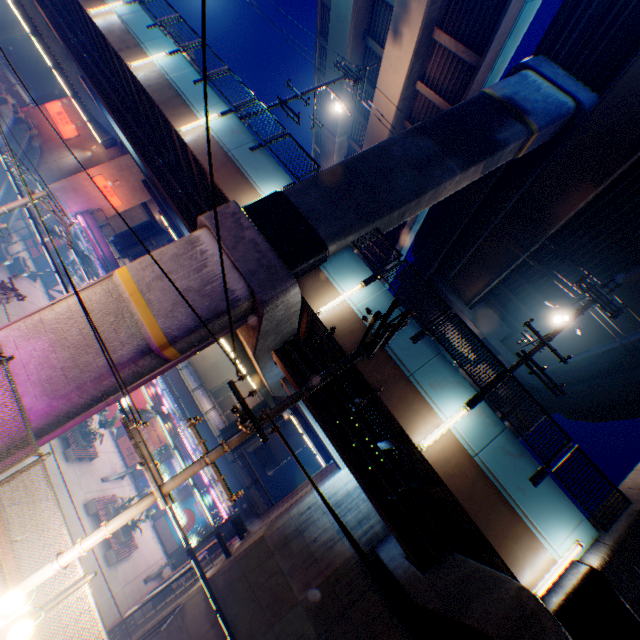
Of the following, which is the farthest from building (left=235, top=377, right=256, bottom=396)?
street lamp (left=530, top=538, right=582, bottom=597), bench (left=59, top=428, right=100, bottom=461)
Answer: street lamp (left=530, top=538, right=582, bottom=597)

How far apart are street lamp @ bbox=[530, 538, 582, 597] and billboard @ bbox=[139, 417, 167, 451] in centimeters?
2689cm

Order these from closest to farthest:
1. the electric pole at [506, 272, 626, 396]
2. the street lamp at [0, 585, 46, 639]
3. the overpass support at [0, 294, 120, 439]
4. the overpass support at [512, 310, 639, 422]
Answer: the street lamp at [0, 585, 46, 639]
the overpass support at [0, 294, 120, 439]
the electric pole at [506, 272, 626, 396]
the overpass support at [512, 310, 639, 422]

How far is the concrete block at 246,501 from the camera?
26.12m

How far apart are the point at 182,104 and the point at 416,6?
12.9m

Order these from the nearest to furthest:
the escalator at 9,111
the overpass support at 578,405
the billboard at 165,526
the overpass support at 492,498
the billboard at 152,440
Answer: the overpass support at 492,498
the overpass support at 578,405
the billboard at 165,526
the billboard at 152,440
the escalator at 9,111

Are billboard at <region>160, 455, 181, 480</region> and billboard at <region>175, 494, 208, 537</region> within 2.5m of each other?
yes

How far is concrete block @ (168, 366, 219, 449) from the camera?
28.12m
